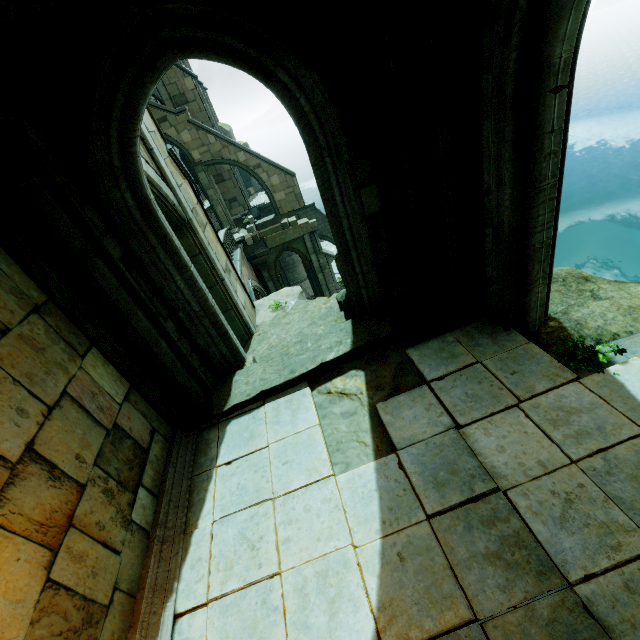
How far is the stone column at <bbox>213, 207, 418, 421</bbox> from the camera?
5.37m

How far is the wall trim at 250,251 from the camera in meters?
20.1 m

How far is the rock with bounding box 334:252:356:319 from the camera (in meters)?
5.86

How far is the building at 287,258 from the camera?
29.62m

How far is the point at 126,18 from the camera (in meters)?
3.36

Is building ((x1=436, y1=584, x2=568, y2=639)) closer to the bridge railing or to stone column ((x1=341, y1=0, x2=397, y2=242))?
stone column ((x1=341, y1=0, x2=397, y2=242))

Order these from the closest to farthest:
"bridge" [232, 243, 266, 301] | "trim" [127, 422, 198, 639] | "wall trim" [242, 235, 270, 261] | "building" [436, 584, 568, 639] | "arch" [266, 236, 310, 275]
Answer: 1. "building" [436, 584, 568, 639]
2. "trim" [127, 422, 198, 639]
3. "bridge" [232, 243, 266, 301]
4. "wall trim" [242, 235, 270, 261]
5. "arch" [266, 236, 310, 275]

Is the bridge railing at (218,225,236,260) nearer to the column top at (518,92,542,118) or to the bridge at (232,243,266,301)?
the bridge at (232,243,266,301)
